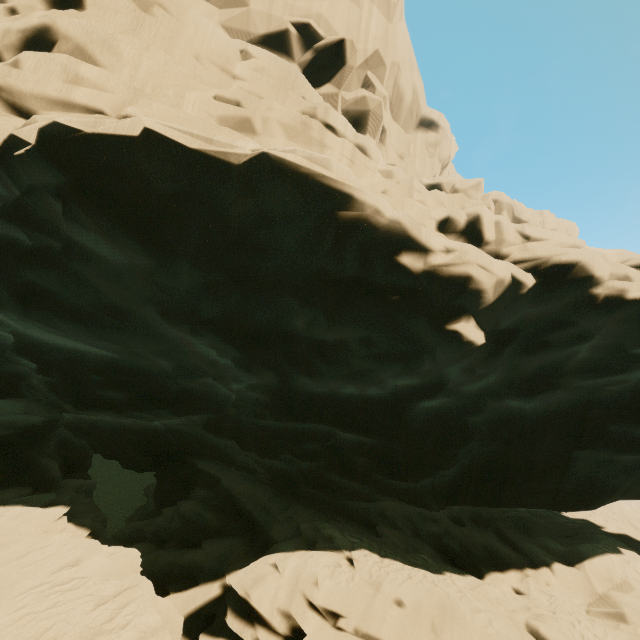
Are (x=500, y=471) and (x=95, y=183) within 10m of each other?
no
